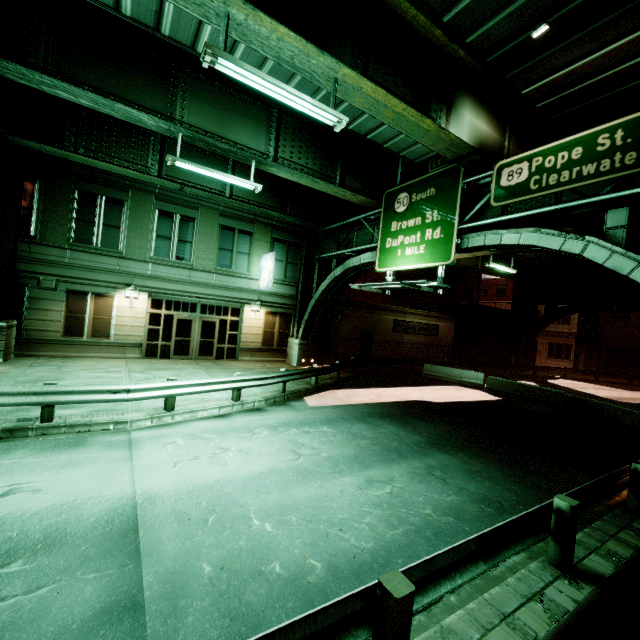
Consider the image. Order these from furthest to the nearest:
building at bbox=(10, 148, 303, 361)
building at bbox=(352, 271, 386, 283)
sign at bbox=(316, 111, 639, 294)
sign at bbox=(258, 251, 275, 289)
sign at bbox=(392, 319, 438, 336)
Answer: building at bbox=(352, 271, 386, 283)
sign at bbox=(392, 319, 438, 336)
sign at bbox=(258, 251, 275, 289)
building at bbox=(10, 148, 303, 361)
sign at bbox=(316, 111, 639, 294)

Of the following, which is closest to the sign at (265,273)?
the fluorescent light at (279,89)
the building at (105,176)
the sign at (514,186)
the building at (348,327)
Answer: the building at (105,176)

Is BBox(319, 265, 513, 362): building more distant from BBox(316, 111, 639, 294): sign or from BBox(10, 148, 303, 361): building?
BBox(316, 111, 639, 294): sign

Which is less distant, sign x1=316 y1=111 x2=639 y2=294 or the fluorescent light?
the fluorescent light

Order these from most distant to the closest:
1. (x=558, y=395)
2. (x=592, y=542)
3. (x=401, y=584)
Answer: (x=558, y=395)
(x=592, y=542)
(x=401, y=584)

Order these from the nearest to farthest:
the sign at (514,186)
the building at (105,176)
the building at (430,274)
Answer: the sign at (514,186) → the building at (105,176) → the building at (430,274)

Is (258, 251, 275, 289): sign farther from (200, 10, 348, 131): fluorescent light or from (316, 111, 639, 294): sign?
(200, 10, 348, 131): fluorescent light

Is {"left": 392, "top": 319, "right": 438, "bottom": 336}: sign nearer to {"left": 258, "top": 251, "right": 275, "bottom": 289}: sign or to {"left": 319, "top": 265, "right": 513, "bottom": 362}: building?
{"left": 319, "top": 265, "right": 513, "bottom": 362}: building
